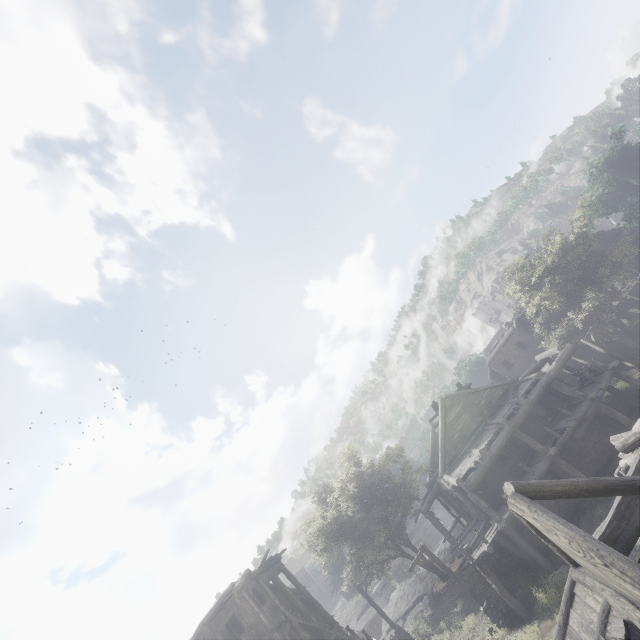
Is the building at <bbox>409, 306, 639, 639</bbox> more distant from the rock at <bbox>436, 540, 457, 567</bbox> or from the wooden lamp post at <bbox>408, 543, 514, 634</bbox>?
the wooden lamp post at <bbox>408, 543, 514, 634</bbox>

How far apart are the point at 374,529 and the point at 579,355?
20.8m

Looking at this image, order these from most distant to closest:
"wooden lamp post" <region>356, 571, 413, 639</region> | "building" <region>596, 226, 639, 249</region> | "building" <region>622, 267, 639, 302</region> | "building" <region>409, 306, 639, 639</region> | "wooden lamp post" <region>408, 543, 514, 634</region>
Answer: "building" <region>596, 226, 639, 249</region> → "building" <region>622, 267, 639, 302</region> → "wooden lamp post" <region>356, 571, 413, 639</region> → "wooden lamp post" <region>408, 543, 514, 634</region> → "building" <region>409, 306, 639, 639</region>

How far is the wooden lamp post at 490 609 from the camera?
15.43m

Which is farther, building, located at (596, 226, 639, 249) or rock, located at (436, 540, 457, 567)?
building, located at (596, 226, 639, 249)

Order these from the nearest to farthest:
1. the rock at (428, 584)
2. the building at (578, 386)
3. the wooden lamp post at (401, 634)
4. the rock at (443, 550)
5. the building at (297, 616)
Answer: the building at (578, 386), the building at (297, 616), the wooden lamp post at (401, 634), the rock at (428, 584), the rock at (443, 550)

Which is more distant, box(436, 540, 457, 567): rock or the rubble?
box(436, 540, 457, 567): rock
